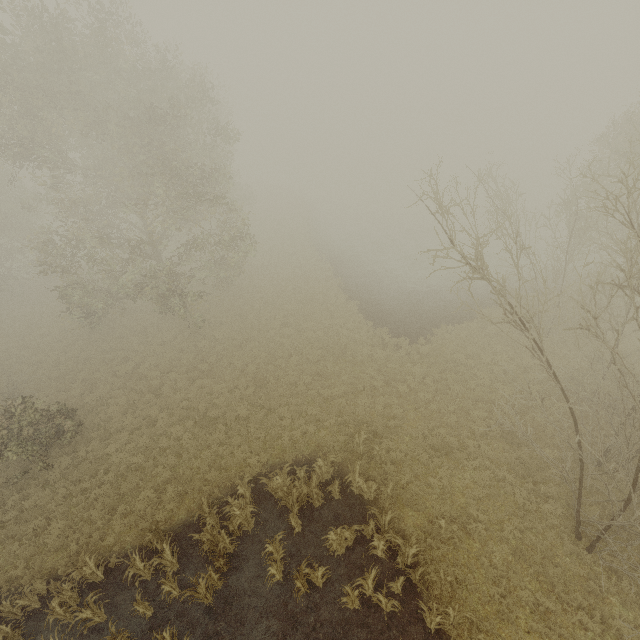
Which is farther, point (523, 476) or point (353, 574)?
point (523, 476)
